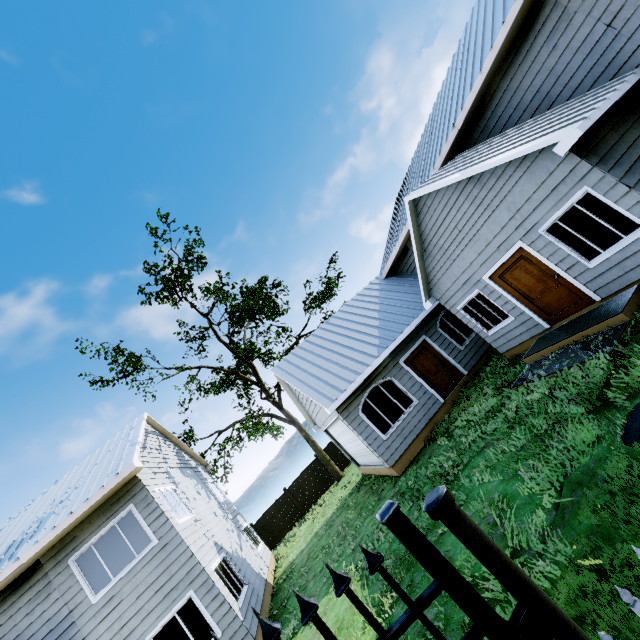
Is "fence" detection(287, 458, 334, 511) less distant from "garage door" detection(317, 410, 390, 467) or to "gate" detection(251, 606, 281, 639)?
"garage door" detection(317, 410, 390, 467)

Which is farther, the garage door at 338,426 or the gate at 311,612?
the garage door at 338,426

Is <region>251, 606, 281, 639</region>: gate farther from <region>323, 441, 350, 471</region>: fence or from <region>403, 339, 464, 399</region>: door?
<region>323, 441, 350, 471</region>: fence

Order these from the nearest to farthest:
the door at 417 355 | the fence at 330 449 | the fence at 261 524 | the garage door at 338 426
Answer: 1. the garage door at 338 426
2. the door at 417 355
3. the fence at 261 524
4. the fence at 330 449

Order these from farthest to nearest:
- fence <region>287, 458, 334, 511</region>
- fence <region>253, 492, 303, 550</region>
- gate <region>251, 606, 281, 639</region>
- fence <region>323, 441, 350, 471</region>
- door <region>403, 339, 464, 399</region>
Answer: fence <region>323, 441, 350, 471</region>, fence <region>287, 458, 334, 511</region>, fence <region>253, 492, 303, 550</region>, door <region>403, 339, 464, 399</region>, gate <region>251, 606, 281, 639</region>

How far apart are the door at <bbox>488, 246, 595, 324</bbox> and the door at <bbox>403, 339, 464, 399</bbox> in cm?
438

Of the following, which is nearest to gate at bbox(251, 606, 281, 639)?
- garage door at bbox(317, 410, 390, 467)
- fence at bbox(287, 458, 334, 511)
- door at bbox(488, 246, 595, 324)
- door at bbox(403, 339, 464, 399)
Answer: door at bbox(488, 246, 595, 324)

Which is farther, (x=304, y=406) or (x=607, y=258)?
(x=304, y=406)
